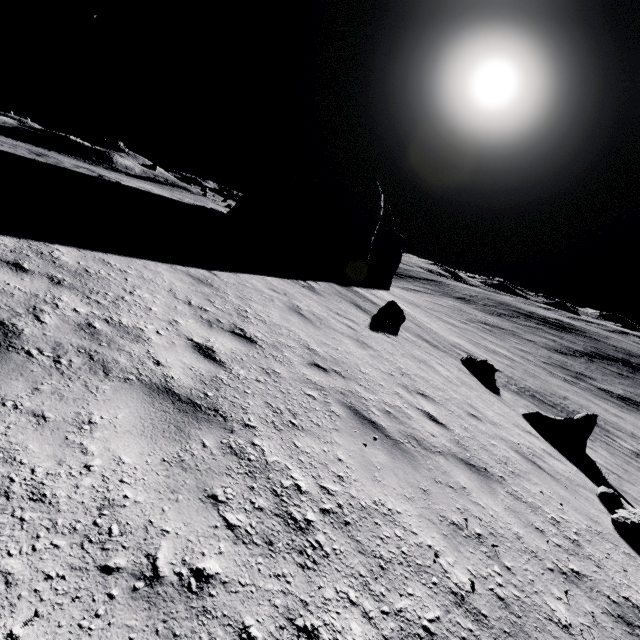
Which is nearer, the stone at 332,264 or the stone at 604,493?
the stone at 604,493

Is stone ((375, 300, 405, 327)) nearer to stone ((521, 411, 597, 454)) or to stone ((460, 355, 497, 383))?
stone ((460, 355, 497, 383))

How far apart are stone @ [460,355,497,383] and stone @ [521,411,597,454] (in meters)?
2.86

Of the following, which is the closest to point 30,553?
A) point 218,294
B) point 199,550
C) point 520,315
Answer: point 199,550

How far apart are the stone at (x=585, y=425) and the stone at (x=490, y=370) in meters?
2.9

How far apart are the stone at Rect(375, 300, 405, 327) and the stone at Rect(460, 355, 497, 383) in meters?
3.5

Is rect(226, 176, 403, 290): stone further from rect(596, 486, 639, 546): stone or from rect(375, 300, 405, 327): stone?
rect(596, 486, 639, 546): stone

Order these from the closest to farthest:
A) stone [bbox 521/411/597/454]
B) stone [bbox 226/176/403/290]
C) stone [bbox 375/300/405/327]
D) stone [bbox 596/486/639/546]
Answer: stone [bbox 596/486/639/546] → stone [bbox 521/411/597/454] → stone [bbox 375/300/405/327] → stone [bbox 226/176/403/290]
